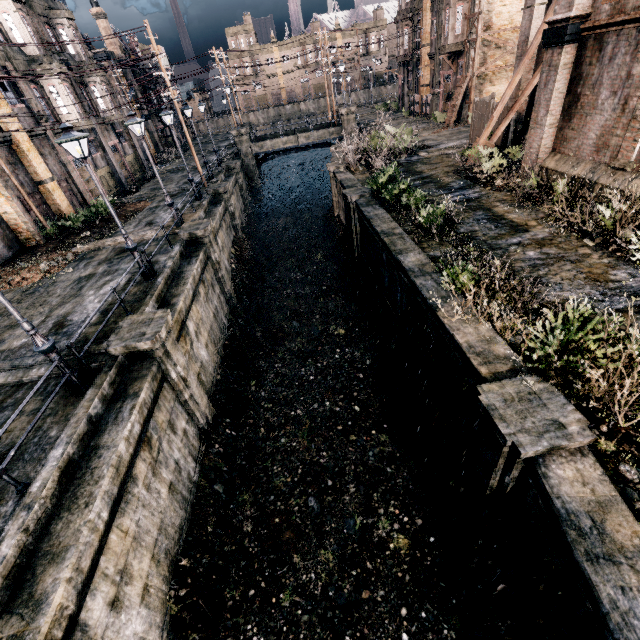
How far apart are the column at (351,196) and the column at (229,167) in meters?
16.2 m

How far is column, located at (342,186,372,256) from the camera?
18.9m

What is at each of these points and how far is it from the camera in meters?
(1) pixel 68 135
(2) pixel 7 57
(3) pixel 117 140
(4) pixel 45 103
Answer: (1) street light, 10.6 m
(2) building, 20.1 m
(3) building, 31.2 m
(4) building, 22.6 m

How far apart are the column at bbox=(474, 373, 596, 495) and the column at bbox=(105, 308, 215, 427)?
8.7m

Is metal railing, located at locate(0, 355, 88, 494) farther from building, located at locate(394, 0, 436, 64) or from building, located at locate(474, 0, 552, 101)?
building, located at locate(394, 0, 436, 64)

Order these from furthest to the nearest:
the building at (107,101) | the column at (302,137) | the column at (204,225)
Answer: the column at (302,137), the building at (107,101), the column at (204,225)

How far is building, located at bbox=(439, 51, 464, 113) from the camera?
33.06m

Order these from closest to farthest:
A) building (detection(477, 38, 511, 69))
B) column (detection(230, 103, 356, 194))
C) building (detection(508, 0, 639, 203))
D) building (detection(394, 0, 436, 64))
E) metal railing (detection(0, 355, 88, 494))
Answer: metal railing (detection(0, 355, 88, 494)) → building (detection(508, 0, 639, 203)) → building (detection(477, 38, 511, 69)) → building (detection(394, 0, 436, 64)) → column (detection(230, 103, 356, 194))
